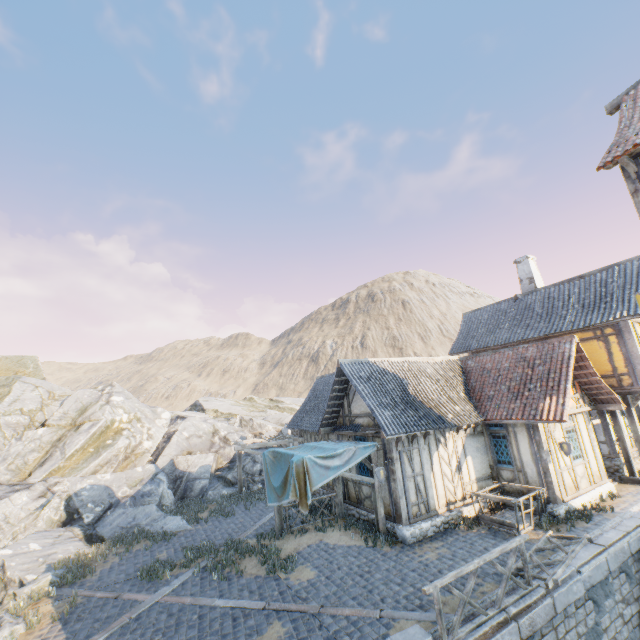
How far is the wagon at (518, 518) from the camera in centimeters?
1042cm

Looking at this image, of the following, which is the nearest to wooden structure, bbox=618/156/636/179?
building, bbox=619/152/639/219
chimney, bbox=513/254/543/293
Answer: building, bbox=619/152/639/219

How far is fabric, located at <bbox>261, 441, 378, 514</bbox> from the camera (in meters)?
10.12

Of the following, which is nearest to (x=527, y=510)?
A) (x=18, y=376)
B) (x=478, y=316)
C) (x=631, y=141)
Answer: (x=631, y=141)

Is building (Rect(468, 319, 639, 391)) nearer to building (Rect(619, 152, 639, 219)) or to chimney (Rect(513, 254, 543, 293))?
chimney (Rect(513, 254, 543, 293))

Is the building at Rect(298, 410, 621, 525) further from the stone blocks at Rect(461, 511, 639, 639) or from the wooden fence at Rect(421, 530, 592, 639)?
the wooden fence at Rect(421, 530, 592, 639)

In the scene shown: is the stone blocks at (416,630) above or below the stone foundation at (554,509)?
above

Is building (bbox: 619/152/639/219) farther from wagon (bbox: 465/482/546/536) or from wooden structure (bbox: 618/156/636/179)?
wagon (bbox: 465/482/546/536)
